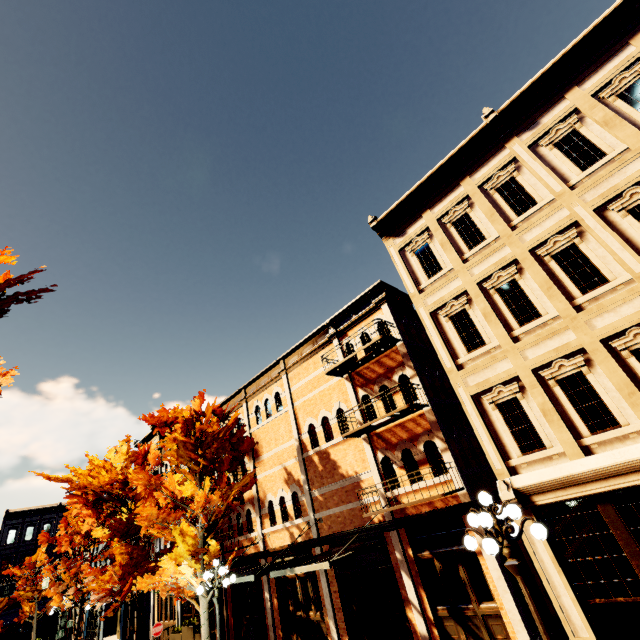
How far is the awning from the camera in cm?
991

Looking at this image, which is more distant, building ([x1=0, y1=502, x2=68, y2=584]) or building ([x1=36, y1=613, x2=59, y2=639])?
building ([x1=0, y1=502, x2=68, y2=584])

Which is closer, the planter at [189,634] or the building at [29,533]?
the planter at [189,634]

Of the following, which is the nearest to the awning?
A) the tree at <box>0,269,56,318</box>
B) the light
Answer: the tree at <box>0,269,56,318</box>

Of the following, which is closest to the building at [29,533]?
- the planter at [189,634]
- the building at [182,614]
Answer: the building at [182,614]

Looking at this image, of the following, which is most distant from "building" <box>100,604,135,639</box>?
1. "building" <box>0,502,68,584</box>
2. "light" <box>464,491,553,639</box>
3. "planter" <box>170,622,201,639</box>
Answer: "building" <box>0,502,68,584</box>

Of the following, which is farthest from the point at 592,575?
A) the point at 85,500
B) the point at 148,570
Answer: the point at 85,500

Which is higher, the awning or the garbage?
the awning
